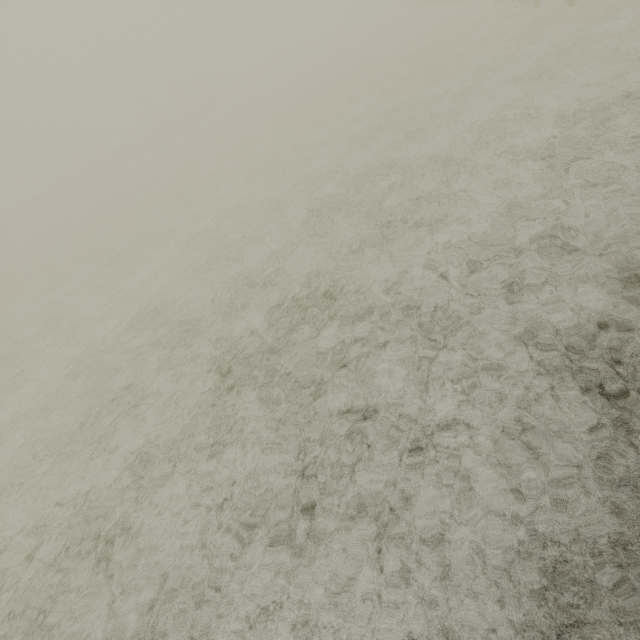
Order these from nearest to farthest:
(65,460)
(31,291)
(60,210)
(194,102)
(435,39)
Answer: (65,460), (31,291), (435,39), (60,210), (194,102)
